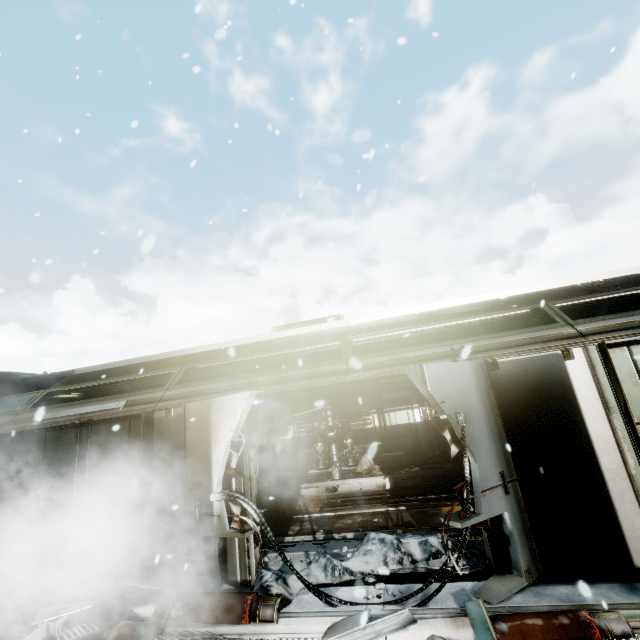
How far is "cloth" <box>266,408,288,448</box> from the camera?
14.9m

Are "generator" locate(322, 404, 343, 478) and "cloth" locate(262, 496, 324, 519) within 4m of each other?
yes

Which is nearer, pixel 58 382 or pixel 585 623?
pixel 585 623

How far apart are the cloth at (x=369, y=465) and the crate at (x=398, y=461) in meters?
0.0

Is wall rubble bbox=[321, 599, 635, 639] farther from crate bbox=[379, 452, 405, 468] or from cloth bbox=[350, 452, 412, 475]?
crate bbox=[379, 452, 405, 468]

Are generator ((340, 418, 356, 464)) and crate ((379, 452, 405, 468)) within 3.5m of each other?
yes

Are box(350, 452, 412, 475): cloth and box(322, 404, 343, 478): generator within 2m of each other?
yes

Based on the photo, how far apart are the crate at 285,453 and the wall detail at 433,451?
5.6m
